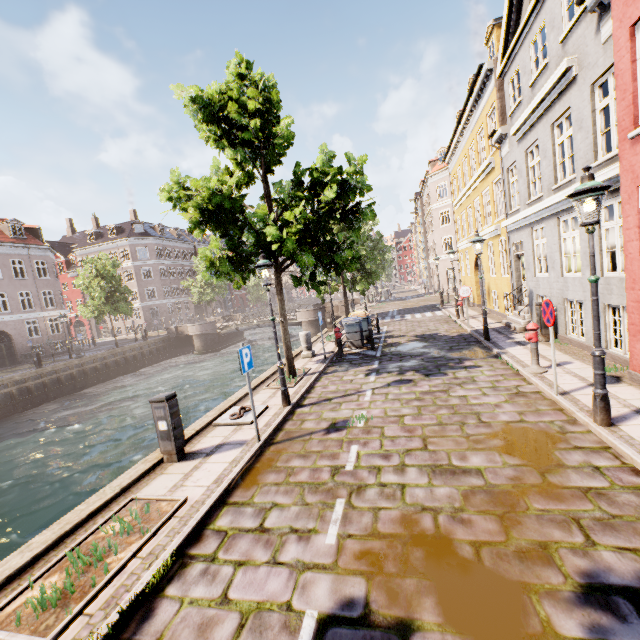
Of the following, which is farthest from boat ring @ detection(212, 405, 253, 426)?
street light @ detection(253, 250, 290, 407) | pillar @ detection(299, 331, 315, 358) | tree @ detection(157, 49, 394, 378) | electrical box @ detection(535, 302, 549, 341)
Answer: electrical box @ detection(535, 302, 549, 341)

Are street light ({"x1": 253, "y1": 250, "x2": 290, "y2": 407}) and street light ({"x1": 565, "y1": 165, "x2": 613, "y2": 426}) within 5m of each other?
no

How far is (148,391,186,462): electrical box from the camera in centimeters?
585cm

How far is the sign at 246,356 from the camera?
5.90m

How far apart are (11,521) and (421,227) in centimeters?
5007cm

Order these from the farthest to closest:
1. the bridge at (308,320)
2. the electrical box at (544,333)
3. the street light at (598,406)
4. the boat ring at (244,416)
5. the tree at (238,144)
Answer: the bridge at (308,320) < the electrical box at (544,333) < the tree at (238,144) < the boat ring at (244,416) < the street light at (598,406)

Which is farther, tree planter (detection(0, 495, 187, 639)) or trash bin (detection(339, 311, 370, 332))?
trash bin (detection(339, 311, 370, 332))

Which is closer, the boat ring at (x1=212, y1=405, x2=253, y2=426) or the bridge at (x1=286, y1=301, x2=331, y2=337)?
the boat ring at (x1=212, y1=405, x2=253, y2=426)
